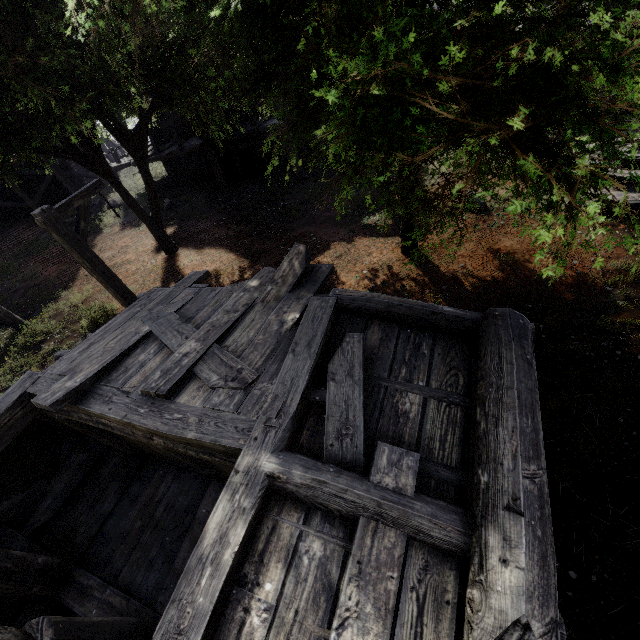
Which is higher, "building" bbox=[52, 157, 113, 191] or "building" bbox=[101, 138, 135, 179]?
"building" bbox=[101, 138, 135, 179]

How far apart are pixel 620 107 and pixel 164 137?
22.0m

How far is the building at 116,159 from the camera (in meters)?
17.72

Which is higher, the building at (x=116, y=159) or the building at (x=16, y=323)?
the building at (x=116, y=159)

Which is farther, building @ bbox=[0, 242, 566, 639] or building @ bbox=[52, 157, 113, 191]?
building @ bbox=[52, 157, 113, 191]

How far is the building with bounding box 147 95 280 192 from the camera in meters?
15.4
